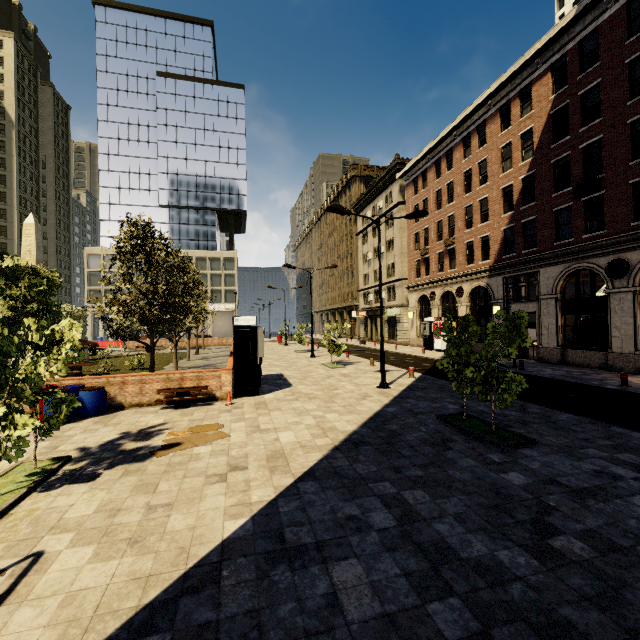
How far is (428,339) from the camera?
31.0 meters

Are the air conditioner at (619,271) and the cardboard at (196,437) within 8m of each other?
no

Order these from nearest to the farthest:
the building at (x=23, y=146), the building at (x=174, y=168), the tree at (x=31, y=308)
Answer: the tree at (x=31, y=308) → the building at (x=23, y=146) → the building at (x=174, y=168)

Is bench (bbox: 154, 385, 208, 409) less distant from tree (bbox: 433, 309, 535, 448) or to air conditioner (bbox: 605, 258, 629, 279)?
tree (bbox: 433, 309, 535, 448)

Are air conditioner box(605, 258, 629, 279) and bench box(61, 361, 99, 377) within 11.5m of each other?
no

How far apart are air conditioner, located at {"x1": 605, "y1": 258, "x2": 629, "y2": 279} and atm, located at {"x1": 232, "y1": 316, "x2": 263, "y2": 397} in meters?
17.8

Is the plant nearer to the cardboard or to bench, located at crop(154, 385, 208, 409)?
bench, located at crop(154, 385, 208, 409)

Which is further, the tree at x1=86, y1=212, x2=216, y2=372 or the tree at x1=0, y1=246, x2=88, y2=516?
the tree at x1=86, y1=212, x2=216, y2=372
